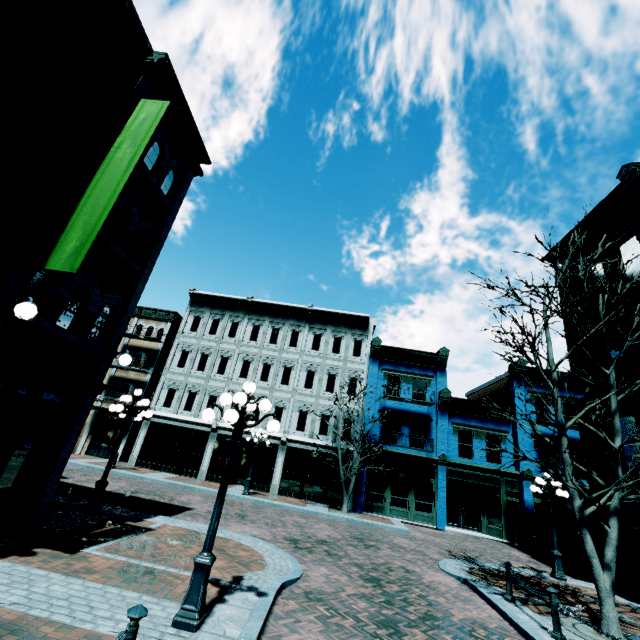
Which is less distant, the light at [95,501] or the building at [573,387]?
the light at [95,501]

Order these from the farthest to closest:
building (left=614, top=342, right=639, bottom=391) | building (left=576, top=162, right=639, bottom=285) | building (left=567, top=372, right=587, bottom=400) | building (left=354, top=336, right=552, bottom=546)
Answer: building (left=354, top=336, right=552, bottom=546) → building (left=567, top=372, right=587, bottom=400) → building (left=576, top=162, right=639, bottom=285) → building (left=614, top=342, right=639, bottom=391)

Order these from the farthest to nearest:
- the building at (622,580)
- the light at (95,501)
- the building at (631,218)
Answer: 1. the building at (631,218)
2. the building at (622,580)
3. the light at (95,501)

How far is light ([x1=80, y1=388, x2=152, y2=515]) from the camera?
9.39m

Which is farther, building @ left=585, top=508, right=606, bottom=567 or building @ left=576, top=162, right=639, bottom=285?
building @ left=576, top=162, right=639, bottom=285

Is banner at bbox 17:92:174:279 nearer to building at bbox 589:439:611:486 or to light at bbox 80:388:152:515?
light at bbox 80:388:152:515

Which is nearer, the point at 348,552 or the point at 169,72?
the point at 169,72

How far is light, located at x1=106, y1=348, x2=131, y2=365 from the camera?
8.4 meters
